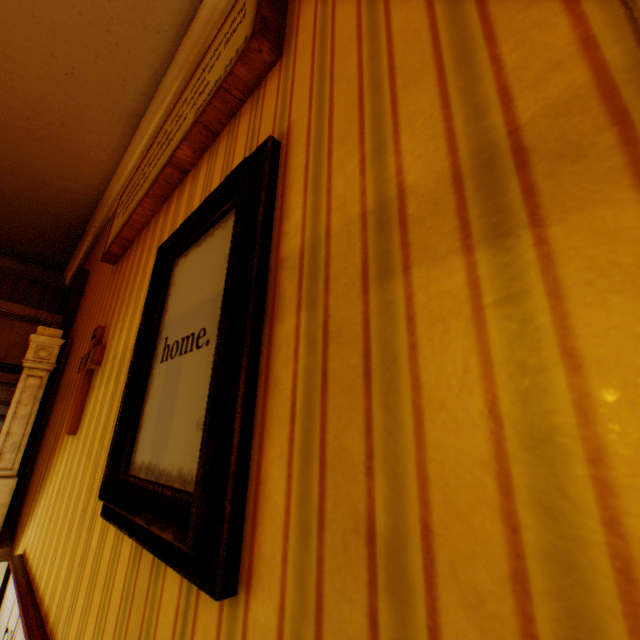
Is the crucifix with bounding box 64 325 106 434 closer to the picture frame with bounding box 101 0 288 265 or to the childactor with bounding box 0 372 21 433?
the picture frame with bounding box 101 0 288 265

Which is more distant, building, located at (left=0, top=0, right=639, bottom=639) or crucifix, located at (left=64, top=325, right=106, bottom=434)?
crucifix, located at (left=64, top=325, right=106, bottom=434)

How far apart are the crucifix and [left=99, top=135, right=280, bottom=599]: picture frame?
0.80m

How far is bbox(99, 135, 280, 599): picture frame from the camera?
0.6 meters

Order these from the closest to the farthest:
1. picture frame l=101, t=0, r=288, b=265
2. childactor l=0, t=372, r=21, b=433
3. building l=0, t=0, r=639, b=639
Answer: building l=0, t=0, r=639, b=639 → picture frame l=101, t=0, r=288, b=265 → childactor l=0, t=372, r=21, b=433

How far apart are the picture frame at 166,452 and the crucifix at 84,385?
0.8 meters

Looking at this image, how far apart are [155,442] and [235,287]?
0.5m

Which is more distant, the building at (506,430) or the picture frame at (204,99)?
the picture frame at (204,99)
